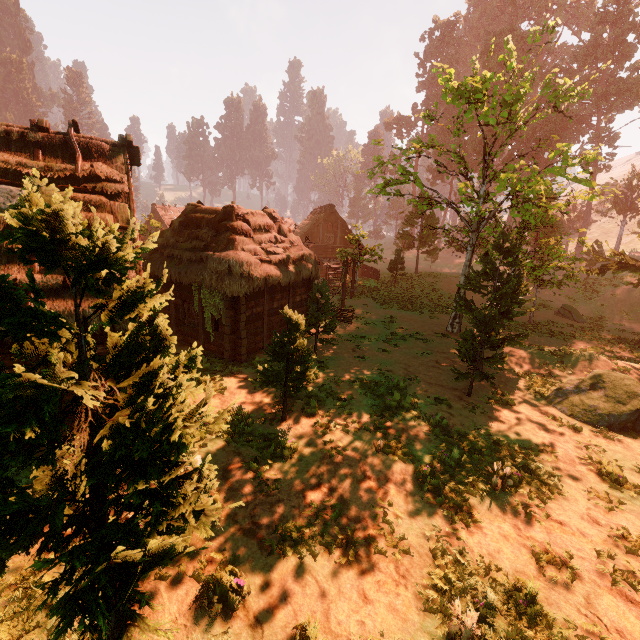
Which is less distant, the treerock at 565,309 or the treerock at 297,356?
the treerock at 297,356

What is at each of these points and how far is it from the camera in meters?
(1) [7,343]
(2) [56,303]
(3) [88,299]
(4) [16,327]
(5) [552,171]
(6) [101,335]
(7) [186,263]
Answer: (1) building, 7.2 m
(2) building, 7.2 m
(3) building, 7.6 m
(4) treerock, 2.9 m
(5) treerock, 14.5 m
(6) building, 8.0 m
(7) building, 13.9 m

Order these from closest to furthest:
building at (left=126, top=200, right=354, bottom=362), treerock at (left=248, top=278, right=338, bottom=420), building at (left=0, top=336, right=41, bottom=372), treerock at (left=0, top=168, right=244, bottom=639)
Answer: treerock at (left=0, top=168, right=244, bottom=639) → building at (left=0, top=336, right=41, bottom=372) → treerock at (left=248, top=278, right=338, bottom=420) → building at (left=126, top=200, right=354, bottom=362)

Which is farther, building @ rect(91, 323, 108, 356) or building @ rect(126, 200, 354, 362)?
building @ rect(126, 200, 354, 362)

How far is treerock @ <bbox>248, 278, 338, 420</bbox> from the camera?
9.21m

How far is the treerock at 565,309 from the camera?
23.11m

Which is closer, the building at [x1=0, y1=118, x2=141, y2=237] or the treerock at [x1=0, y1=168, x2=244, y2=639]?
the treerock at [x1=0, y1=168, x2=244, y2=639]
